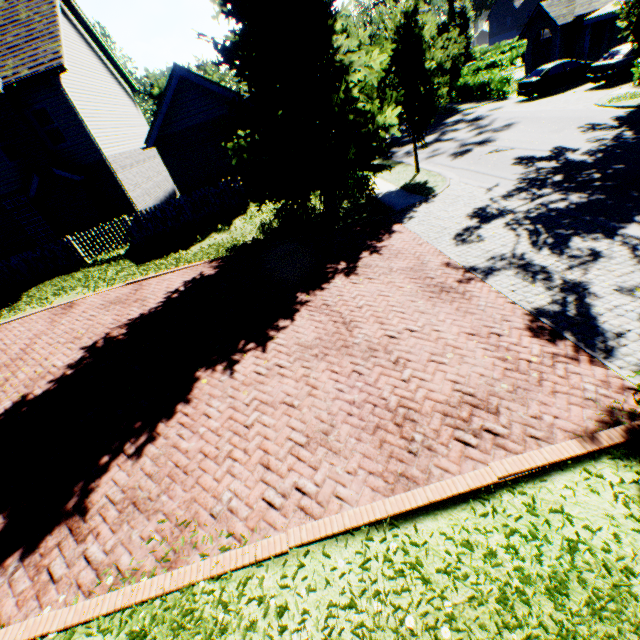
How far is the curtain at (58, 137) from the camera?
14.82m

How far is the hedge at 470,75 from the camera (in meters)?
25.55

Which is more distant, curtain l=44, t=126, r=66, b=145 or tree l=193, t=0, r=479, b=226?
curtain l=44, t=126, r=66, b=145

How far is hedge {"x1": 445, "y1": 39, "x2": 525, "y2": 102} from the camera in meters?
25.5

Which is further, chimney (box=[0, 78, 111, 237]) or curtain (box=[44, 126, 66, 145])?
curtain (box=[44, 126, 66, 145])

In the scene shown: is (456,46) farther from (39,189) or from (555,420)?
(39,189)

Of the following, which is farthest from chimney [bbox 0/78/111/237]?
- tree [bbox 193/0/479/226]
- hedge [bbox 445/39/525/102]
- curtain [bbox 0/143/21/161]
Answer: hedge [bbox 445/39/525/102]

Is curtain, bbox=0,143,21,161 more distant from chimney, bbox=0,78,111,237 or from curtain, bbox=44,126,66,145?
curtain, bbox=44,126,66,145
